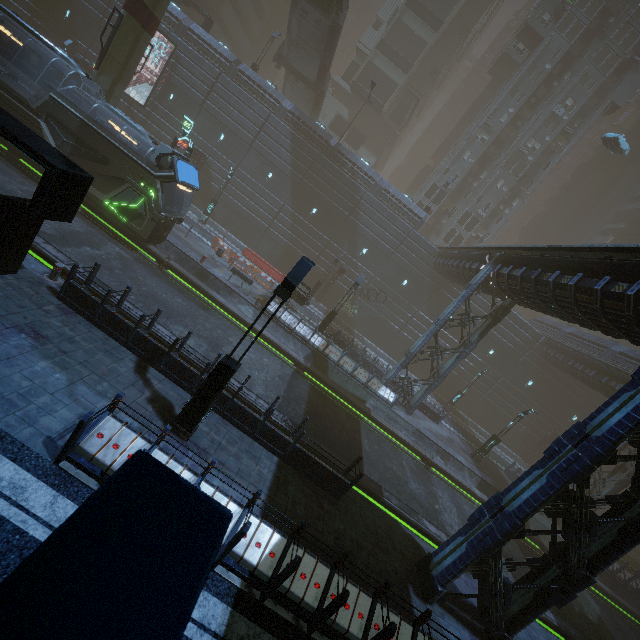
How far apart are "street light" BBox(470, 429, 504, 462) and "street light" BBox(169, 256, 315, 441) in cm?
2224

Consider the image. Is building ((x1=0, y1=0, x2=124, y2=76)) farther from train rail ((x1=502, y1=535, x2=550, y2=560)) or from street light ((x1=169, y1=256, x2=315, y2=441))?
street light ((x1=169, y1=256, x2=315, y2=441))

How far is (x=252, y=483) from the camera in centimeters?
872cm

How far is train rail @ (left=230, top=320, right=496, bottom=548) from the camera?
13.4 meters

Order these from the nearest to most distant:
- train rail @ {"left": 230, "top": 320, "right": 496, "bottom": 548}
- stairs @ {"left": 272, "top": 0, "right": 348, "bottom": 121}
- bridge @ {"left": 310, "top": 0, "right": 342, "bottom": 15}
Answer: train rail @ {"left": 230, "top": 320, "right": 496, "bottom": 548}, bridge @ {"left": 310, "top": 0, "right": 342, "bottom": 15}, stairs @ {"left": 272, "top": 0, "right": 348, "bottom": 121}

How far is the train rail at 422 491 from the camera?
13.4 meters

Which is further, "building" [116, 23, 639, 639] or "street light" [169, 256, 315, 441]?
"building" [116, 23, 639, 639]

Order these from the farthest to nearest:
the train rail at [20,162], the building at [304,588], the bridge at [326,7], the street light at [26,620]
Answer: the bridge at [326,7] < the train rail at [20,162] < the building at [304,588] < the street light at [26,620]
